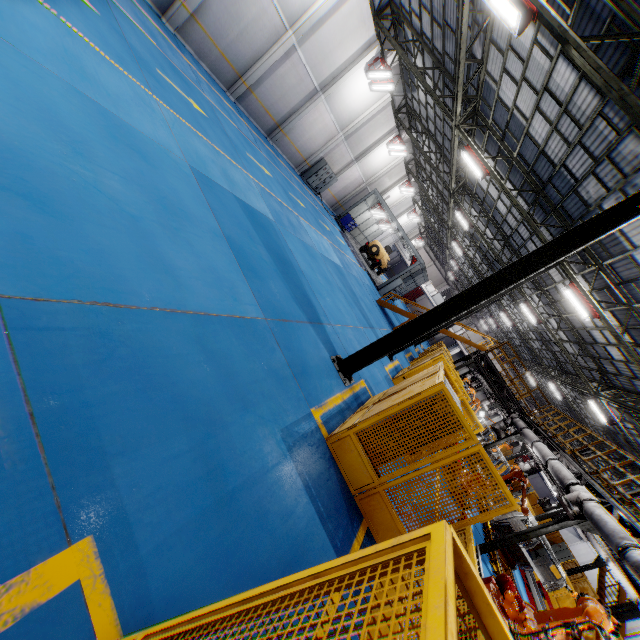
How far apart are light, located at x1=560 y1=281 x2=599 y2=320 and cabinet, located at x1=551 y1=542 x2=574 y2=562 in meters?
15.5 m

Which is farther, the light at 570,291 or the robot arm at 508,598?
the light at 570,291

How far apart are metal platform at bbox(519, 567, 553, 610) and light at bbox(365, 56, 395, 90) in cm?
2607

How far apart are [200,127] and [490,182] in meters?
15.8

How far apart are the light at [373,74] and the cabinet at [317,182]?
5.7 meters

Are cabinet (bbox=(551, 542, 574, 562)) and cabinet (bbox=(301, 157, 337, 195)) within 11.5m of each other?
no

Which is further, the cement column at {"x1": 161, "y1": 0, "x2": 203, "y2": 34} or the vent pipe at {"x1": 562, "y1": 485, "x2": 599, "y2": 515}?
the cement column at {"x1": 161, "y1": 0, "x2": 203, "y2": 34}

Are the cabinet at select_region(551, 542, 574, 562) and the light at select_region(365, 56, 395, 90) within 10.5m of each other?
no
